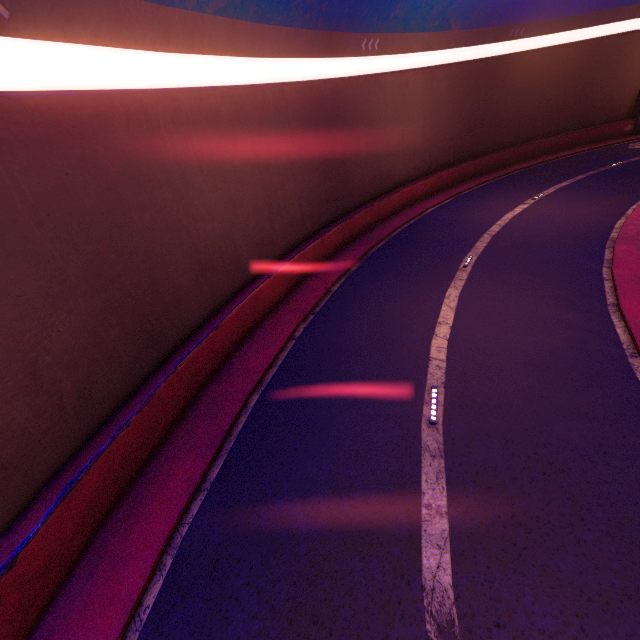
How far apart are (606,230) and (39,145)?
20.1 meters
